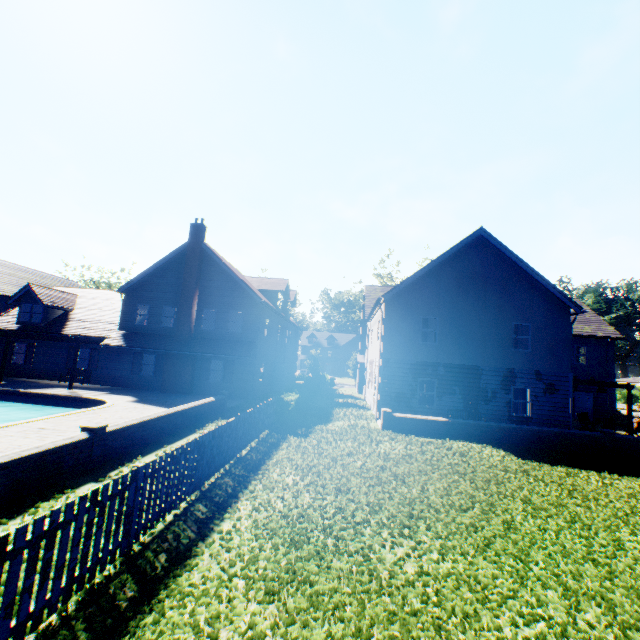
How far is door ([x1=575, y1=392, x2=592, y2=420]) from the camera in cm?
2575

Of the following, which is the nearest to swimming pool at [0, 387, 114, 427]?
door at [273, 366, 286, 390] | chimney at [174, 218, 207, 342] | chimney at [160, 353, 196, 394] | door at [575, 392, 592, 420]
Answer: chimney at [160, 353, 196, 394]

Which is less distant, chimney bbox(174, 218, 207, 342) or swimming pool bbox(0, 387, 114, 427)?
swimming pool bbox(0, 387, 114, 427)

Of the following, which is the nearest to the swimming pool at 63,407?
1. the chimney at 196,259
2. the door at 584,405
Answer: the chimney at 196,259

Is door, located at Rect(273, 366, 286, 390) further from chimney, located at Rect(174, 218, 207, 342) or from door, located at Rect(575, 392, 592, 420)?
door, located at Rect(575, 392, 592, 420)

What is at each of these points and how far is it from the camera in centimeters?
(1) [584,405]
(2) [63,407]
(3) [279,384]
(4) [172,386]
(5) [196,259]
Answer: (1) door, 2605cm
(2) swimming pool, 1767cm
(3) door, 2891cm
(4) chimney, 2186cm
(5) chimney, 2291cm

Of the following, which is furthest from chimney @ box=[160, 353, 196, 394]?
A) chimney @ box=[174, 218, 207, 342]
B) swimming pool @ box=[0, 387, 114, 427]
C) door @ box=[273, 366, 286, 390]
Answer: door @ box=[273, 366, 286, 390]

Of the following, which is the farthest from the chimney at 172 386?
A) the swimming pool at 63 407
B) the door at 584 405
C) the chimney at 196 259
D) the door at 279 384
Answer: the door at 584 405
